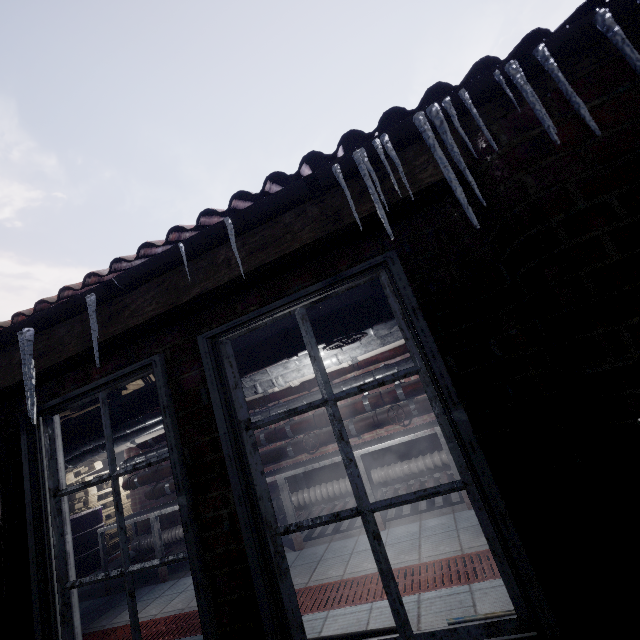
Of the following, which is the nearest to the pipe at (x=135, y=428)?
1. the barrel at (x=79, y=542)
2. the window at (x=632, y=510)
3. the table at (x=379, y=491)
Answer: the window at (x=632, y=510)

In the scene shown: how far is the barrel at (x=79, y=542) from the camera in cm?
589

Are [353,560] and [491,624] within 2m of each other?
no

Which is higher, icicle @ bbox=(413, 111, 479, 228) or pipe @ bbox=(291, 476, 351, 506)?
icicle @ bbox=(413, 111, 479, 228)

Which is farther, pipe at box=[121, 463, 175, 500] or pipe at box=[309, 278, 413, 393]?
pipe at box=[121, 463, 175, 500]

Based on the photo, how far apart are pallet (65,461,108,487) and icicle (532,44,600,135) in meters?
8.6 m

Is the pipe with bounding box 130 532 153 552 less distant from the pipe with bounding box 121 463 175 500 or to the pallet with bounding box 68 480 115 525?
the pipe with bounding box 121 463 175 500

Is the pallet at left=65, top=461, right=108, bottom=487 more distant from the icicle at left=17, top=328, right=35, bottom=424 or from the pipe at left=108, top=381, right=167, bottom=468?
the icicle at left=17, top=328, right=35, bottom=424
